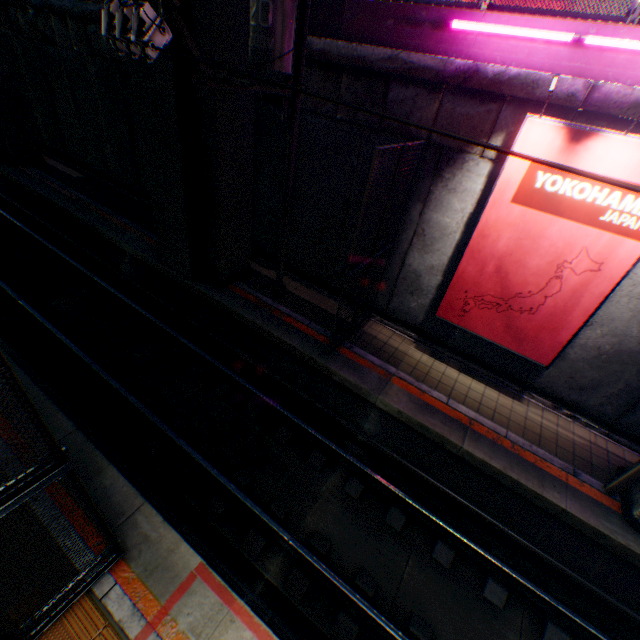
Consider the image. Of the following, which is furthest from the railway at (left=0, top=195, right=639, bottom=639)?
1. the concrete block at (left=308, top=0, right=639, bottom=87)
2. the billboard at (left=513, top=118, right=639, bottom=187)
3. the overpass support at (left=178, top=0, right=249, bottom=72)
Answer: the concrete block at (left=308, top=0, right=639, bottom=87)

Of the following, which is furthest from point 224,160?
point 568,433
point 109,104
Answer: point 568,433

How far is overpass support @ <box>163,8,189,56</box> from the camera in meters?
6.3

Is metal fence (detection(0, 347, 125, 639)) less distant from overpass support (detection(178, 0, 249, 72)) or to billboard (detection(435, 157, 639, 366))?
overpass support (detection(178, 0, 249, 72))

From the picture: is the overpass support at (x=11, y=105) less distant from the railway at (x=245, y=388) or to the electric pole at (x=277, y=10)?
the railway at (x=245, y=388)

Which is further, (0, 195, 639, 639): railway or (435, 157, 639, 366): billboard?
(435, 157, 639, 366): billboard

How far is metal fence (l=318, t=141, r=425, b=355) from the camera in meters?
5.9

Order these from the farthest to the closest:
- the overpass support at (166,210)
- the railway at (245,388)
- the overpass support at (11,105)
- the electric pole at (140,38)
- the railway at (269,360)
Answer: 1. the overpass support at (11,105)
2. the overpass support at (166,210)
3. the railway at (269,360)
4. the railway at (245,388)
5. the electric pole at (140,38)
